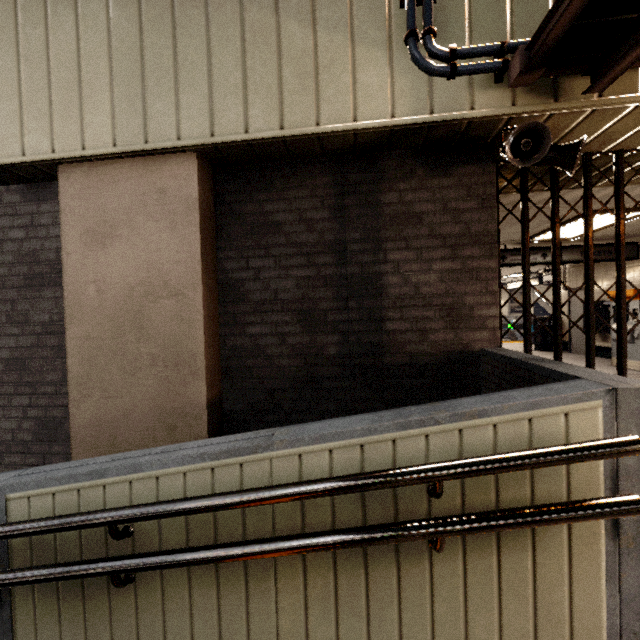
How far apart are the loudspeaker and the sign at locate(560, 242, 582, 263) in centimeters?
500cm

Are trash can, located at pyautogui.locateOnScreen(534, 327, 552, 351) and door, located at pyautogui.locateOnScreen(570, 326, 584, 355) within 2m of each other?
yes

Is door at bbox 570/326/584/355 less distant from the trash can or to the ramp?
the trash can

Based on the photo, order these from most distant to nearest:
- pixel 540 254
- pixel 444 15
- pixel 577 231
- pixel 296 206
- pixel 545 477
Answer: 1. pixel 540 254
2. pixel 577 231
3. pixel 296 206
4. pixel 444 15
5. pixel 545 477

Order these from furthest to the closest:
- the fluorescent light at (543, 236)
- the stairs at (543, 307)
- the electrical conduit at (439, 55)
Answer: the stairs at (543, 307) < the fluorescent light at (543, 236) < the electrical conduit at (439, 55)

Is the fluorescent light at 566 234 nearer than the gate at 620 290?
No

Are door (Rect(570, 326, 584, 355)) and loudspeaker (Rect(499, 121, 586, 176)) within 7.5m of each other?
no

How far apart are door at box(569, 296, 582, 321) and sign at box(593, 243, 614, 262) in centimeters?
284cm
